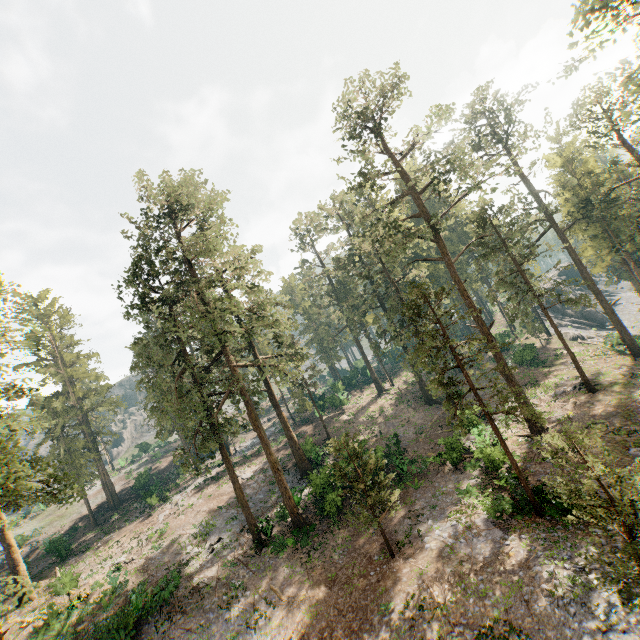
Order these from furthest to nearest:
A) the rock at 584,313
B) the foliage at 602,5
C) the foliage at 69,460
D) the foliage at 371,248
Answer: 1. the rock at 584,313
2. the foliage at 371,248
3. the foliage at 602,5
4. the foliage at 69,460

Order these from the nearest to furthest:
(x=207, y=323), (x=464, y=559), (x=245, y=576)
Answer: (x=464, y=559), (x=245, y=576), (x=207, y=323)

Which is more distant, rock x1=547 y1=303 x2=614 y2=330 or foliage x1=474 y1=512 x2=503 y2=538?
rock x1=547 y1=303 x2=614 y2=330

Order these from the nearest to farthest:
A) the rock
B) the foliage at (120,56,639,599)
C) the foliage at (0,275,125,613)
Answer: the foliage at (0,275,125,613) → the foliage at (120,56,639,599) → the rock

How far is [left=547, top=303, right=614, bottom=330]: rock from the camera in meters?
54.3 m

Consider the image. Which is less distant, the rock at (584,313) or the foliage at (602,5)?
the foliage at (602,5)

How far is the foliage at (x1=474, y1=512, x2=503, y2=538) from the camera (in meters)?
17.02
